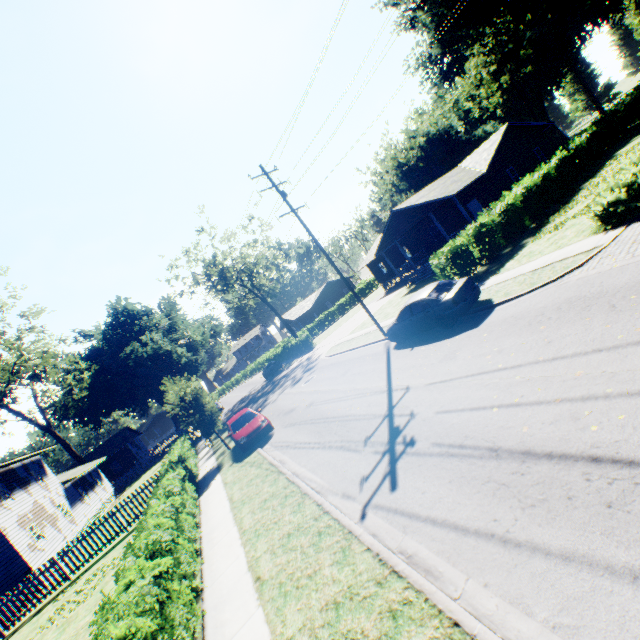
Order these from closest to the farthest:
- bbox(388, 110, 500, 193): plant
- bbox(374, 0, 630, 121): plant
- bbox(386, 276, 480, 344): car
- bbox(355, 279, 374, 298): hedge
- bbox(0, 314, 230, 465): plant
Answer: bbox(386, 276, 480, 344): car, bbox(0, 314, 230, 465): plant, bbox(374, 0, 630, 121): plant, bbox(388, 110, 500, 193): plant, bbox(355, 279, 374, 298): hedge

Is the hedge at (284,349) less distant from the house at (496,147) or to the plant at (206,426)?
the house at (496,147)

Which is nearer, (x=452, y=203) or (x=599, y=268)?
(x=599, y=268)

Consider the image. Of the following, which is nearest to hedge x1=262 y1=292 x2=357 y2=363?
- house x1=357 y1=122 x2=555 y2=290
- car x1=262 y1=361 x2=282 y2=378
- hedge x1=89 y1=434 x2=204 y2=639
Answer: car x1=262 y1=361 x2=282 y2=378

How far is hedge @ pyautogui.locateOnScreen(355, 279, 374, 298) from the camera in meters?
58.5 m

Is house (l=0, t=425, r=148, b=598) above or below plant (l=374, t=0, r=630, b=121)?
below

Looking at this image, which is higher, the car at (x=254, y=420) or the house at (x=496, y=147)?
the house at (x=496, y=147)

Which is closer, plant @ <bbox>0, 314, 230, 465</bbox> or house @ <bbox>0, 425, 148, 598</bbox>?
plant @ <bbox>0, 314, 230, 465</bbox>
